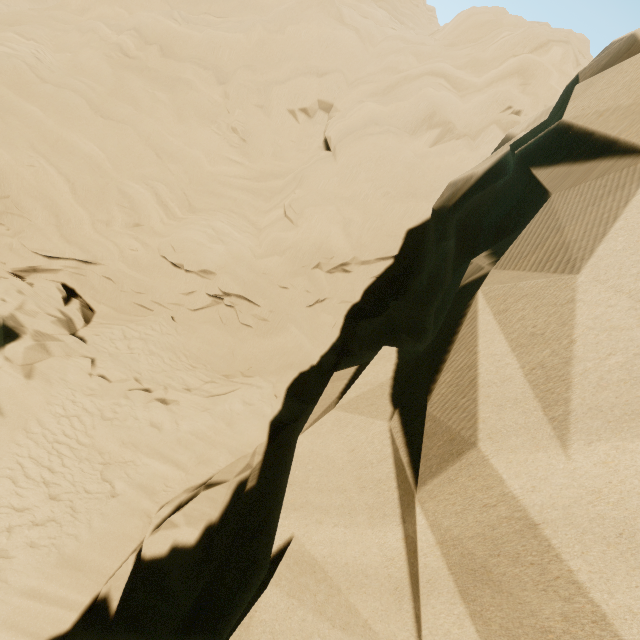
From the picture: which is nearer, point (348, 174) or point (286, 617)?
point (286, 617)
